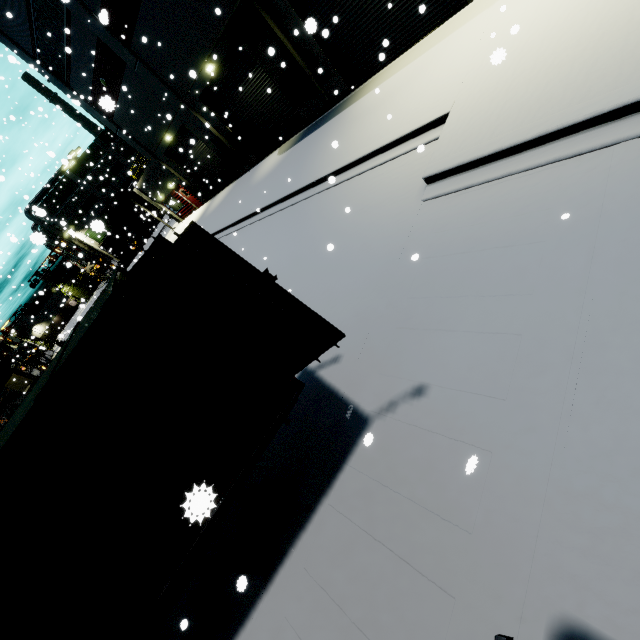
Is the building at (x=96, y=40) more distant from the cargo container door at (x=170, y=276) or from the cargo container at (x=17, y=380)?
the cargo container door at (x=170, y=276)

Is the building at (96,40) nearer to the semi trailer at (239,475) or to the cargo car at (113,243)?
the semi trailer at (239,475)

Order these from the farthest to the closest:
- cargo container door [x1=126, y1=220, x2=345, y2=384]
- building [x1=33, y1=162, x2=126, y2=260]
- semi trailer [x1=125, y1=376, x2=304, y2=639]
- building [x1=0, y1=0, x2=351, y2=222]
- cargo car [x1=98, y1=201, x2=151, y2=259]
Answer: cargo car [x1=98, y1=201, x2=151, y2=259] < building [x1=33, y1=162, x2=126, y2=260] < building [x1=0, y1=0, x2=351, y2=222] < semi trailer [x1=125, y1=376, x2=304, y2=639] < cargo container door [x1=126, y1=220, x2=345, y2=384]

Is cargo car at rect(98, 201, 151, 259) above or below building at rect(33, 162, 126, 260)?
below

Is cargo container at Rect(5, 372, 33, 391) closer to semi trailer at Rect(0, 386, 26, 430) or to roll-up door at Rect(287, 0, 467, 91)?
semi trailer at Rect(0, 386, 26, 430)

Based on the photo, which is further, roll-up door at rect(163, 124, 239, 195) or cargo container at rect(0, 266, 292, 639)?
roll-up door at rect(163, 124, 239, 195)

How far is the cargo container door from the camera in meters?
2.7

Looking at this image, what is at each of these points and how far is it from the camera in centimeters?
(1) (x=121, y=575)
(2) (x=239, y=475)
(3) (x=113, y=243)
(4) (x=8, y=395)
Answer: (1) cargo container, 348cm
(2) semi trailer, 380cm
(3) cargo car, 5459cm
(4) semi trailer, 1855cm
